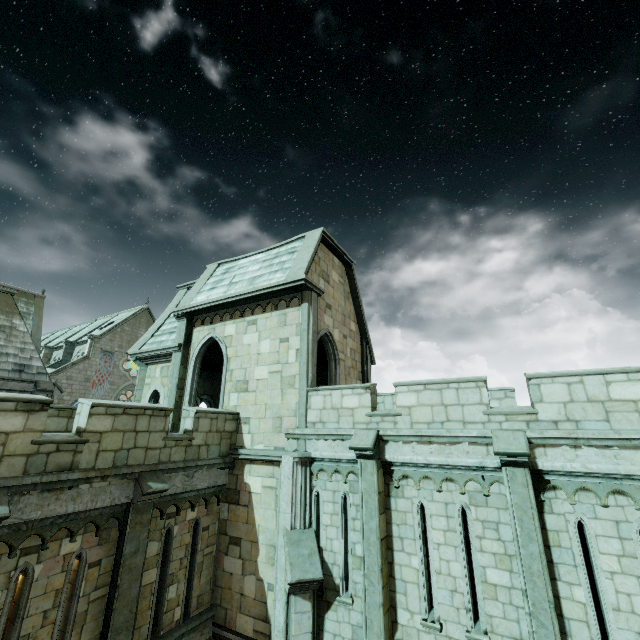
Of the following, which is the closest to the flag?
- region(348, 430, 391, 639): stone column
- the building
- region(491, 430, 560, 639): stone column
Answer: the building

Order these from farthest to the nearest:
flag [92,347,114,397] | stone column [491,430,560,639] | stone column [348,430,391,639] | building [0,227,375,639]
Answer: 1. flag [92,347,114,397]
2. stone column [348,430,391,639]
3. building [0,227,375,639]
4. stone column [491,430,560,639]

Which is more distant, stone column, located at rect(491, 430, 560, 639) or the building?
the building

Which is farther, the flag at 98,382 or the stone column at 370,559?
the flag at 98,382

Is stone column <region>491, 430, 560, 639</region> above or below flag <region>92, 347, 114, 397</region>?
below

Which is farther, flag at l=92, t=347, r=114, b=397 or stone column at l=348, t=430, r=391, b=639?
flag at l=92, t=347, r=114, b=397

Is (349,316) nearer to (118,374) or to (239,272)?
(239,272)

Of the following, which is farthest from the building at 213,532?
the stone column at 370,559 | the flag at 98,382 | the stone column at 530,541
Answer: the stone column at 530,541
